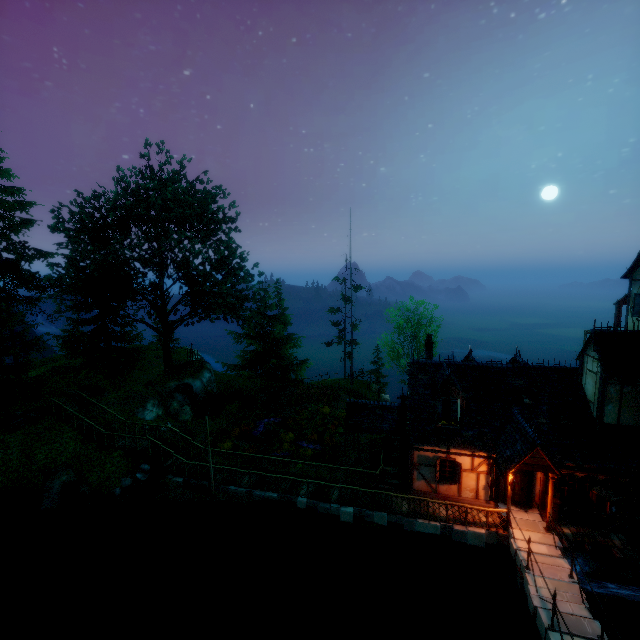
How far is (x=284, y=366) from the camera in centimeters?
4153cm

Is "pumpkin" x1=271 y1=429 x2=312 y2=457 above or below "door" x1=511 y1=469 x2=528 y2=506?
below

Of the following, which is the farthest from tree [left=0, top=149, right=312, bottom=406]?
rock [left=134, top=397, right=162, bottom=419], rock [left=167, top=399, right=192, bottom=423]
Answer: rock [left=134, top=397, right=162, bottom=419]

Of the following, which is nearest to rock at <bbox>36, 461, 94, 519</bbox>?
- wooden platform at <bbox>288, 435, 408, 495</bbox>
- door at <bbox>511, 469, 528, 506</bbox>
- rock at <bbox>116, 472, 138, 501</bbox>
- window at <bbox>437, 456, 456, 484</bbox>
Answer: rock at <bbox>116, 472, 138, 501</bbox>

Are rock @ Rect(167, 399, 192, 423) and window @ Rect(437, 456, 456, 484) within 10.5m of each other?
no

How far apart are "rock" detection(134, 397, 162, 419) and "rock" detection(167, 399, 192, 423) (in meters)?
0.47

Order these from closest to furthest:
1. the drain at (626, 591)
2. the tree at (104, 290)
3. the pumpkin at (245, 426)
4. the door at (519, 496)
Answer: the drain at (626, 591) < the door at (519, 496) < the tree at (104, 290) < the pumpkin at (245, 426)

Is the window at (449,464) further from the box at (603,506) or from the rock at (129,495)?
the rock at (129,495)
